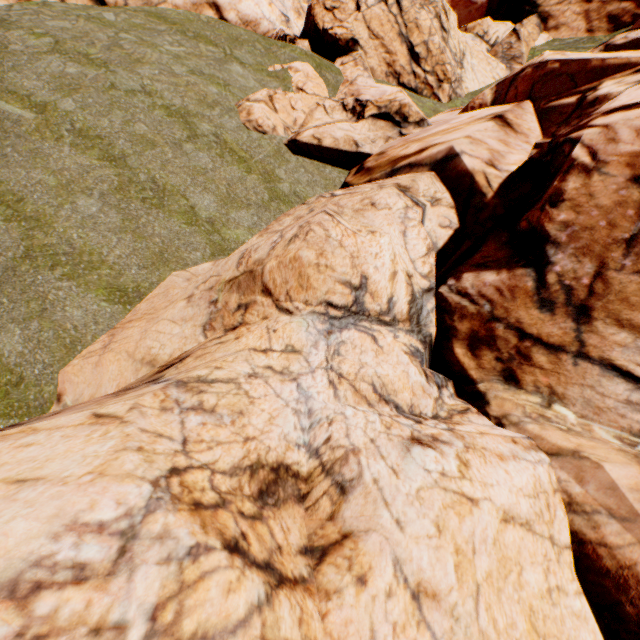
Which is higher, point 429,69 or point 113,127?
point 113,127
